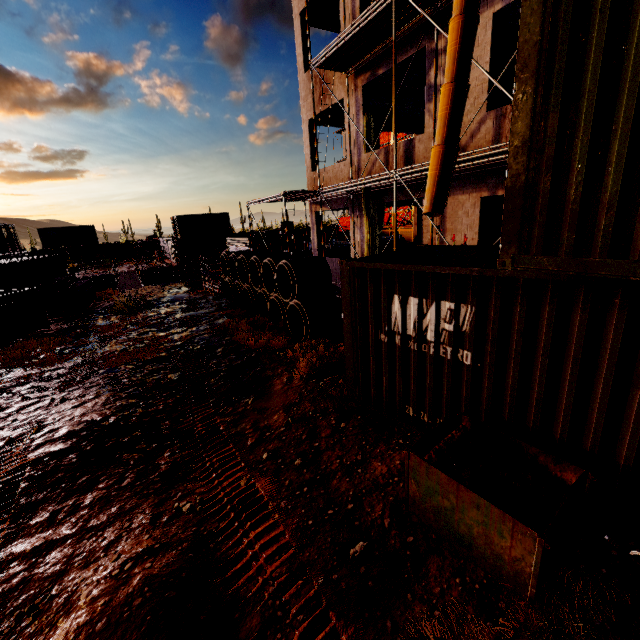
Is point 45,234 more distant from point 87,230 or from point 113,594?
point 113,594

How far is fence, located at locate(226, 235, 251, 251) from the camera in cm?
1555

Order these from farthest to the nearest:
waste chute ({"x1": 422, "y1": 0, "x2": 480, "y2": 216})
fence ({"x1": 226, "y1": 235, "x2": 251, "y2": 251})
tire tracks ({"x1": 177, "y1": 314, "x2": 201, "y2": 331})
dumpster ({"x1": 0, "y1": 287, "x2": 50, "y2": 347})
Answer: fence ({"x1": 226, "y1": 235, "x2": 251, "y2": 251})
tire tracks ({"x1": 177, "y1": 314, "x2": 201, "y2": 331})
dumpster ({"x1": 0, "y1": 287, "x2": 50, "y2": 347})
waste chute ({"x1": 422, "y1": 0, "x2": 480, "y2": 216})

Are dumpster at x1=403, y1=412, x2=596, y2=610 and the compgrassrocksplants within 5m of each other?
yes

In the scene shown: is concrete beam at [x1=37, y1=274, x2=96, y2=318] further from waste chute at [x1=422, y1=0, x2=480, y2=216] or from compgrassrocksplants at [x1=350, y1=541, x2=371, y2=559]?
compgrassrocksplants at [x1=350, y1=541, x2=371, y2=559]

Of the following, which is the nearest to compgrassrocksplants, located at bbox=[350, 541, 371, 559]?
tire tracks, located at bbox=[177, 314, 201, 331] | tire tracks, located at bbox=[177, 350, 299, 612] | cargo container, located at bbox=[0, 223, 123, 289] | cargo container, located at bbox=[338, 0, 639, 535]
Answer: tire tracks, located at bbox=[177, 350, 299, 612]

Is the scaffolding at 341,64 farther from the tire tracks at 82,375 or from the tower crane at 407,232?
the tower crane at 407,232

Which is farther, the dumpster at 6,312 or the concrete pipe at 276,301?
the dumpster at 6,312
